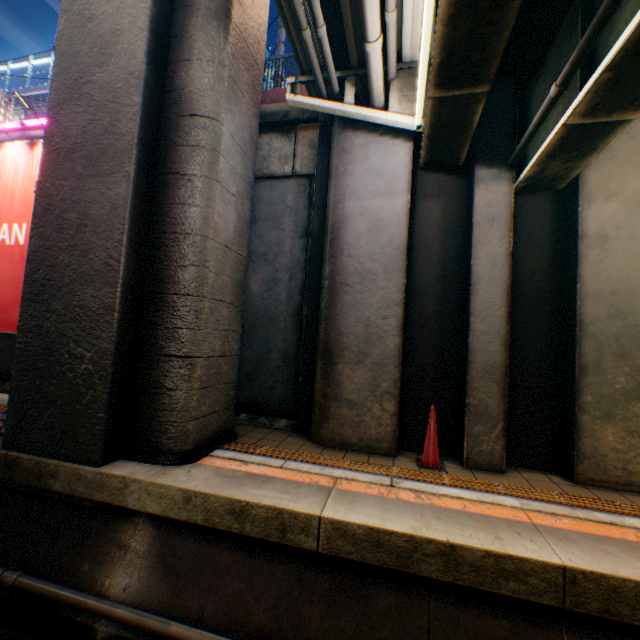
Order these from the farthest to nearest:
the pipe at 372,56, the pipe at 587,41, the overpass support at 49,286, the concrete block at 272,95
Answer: the concrete block at 272,95 < the overpass support at 49,286 < the pipe at 372,56 < the pipe at 587,41

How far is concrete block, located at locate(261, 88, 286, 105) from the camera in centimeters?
696cm

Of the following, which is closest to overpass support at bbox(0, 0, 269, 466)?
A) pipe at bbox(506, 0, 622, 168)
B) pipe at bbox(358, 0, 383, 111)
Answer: pipe at bbox(358, 0, 383, 111)

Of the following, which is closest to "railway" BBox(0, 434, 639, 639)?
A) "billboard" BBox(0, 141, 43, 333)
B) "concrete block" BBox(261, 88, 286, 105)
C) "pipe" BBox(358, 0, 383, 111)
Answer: "billboard" BBox(0, 141, 43, 333)

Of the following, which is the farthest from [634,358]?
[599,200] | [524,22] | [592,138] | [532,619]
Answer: [524,22]

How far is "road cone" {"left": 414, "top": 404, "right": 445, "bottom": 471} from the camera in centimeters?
440cm

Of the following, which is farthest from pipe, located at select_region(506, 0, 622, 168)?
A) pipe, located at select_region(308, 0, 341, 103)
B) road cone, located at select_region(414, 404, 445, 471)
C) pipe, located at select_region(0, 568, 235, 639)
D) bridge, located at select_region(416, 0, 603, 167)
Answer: pipe, located at select_region(0, 568, 235, 639)

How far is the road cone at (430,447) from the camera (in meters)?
4.40
